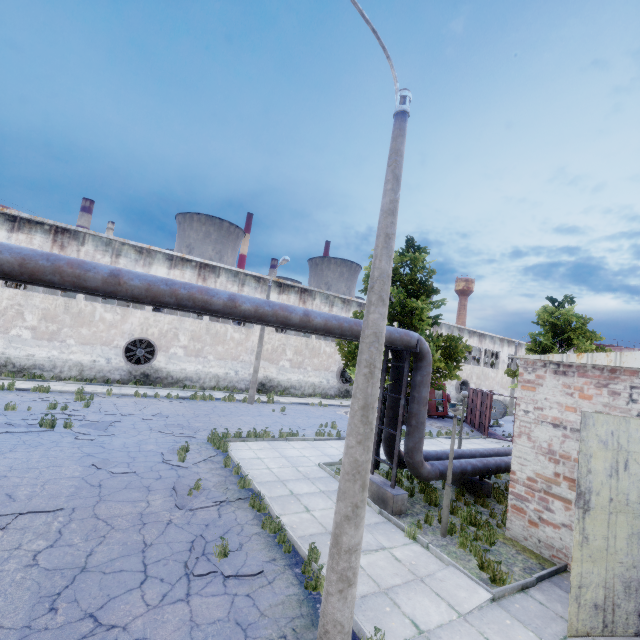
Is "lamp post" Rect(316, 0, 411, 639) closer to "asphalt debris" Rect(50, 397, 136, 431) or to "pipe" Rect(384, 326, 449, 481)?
"pipe" Rect(384, 326, 449, 481)

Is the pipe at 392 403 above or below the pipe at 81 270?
below

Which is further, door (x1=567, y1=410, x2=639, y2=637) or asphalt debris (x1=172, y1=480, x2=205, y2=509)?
asphalt debris (x1=172, y1=480, x2=205, y2=509)

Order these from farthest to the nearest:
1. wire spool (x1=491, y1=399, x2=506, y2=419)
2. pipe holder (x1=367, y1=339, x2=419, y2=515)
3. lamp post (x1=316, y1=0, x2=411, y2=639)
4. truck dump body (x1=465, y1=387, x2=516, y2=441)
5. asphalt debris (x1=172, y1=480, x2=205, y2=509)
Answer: wire spool (x1=491, y1=399, x2=506, y2=419) < truck dump body (x1=465, y1=387, x2=516, y2=441) < pipe holder (x1=367, y1=339, x2=419, y2=515) < asphalt debris (x1=172, y1=480, x2=205, y2=509) < lamp post (x1=316, y1=0, x2=411, y2=639)

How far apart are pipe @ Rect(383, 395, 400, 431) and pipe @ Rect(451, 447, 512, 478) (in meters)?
0.37

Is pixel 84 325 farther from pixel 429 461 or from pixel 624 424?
pixel 624 424

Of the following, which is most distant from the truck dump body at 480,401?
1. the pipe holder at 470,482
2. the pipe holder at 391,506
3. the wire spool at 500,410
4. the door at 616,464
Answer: the door at 616,464

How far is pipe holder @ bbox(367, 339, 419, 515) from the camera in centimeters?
931cm
